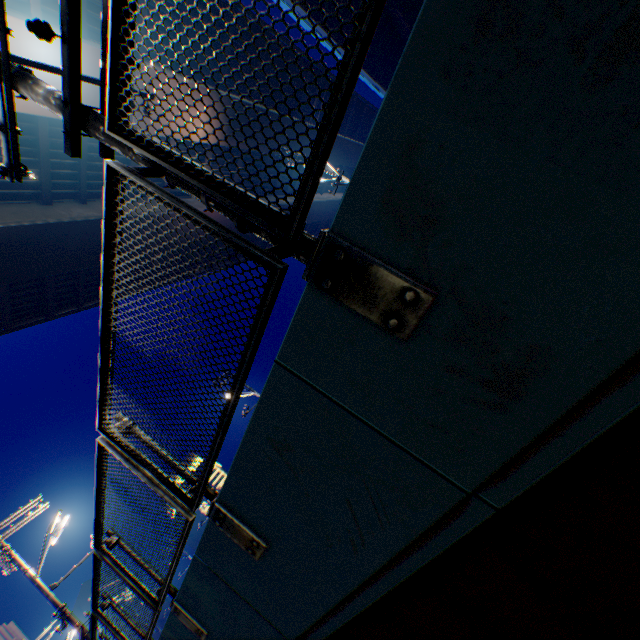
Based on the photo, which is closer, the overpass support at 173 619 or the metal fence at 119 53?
the metal fence at 119 53

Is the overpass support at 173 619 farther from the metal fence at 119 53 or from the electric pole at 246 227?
the electric pole at 246 227

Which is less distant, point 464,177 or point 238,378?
point 464,177

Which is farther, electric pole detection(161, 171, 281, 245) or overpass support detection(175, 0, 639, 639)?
electric pole detection(161, 171, 281, 245)

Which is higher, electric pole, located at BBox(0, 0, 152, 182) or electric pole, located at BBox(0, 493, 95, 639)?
electric pole, located at BBox(0, 493, 95, 639)

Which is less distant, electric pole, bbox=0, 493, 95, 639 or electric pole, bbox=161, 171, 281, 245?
electric pole, bbox=161, 171, 281, 245

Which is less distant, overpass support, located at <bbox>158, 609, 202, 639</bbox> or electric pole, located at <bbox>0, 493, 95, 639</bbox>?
overpass support, located at <bbox>158, 609, 202, 639</bbox>
